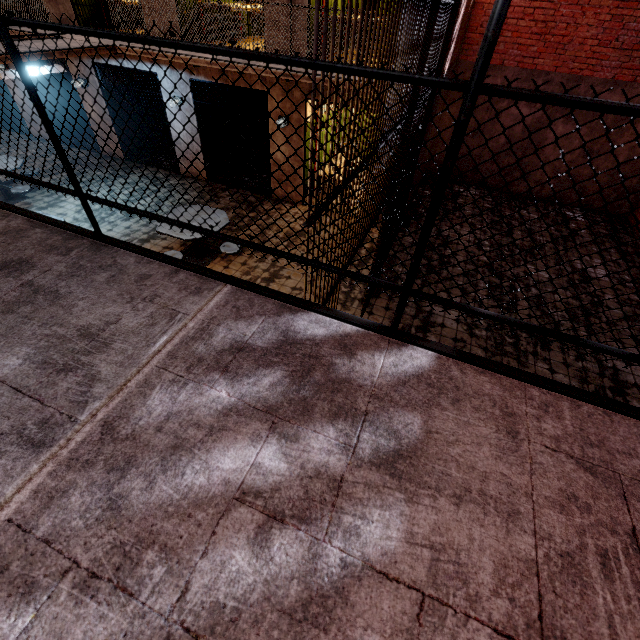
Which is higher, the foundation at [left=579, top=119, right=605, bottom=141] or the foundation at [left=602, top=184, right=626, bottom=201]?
the foundation at [left=579, top=119, right=605, bottom=141]

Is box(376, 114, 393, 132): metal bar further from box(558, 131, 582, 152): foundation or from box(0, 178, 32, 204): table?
box(0, 178, 32, 204): table

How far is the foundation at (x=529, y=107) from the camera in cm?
852

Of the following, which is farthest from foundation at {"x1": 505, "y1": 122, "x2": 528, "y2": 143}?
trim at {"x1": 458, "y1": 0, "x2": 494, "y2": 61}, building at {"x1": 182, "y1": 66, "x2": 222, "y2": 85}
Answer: building at {"x1": 182, "y1": 66, "x2": 222, "y2": 85}

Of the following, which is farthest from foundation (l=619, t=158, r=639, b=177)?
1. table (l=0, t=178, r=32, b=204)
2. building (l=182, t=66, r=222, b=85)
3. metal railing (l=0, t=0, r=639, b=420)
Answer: table (l=0, t=178, r=32, b=204)

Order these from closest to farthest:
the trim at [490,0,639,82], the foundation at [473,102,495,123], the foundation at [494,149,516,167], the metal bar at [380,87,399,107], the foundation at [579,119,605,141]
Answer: the metal bar at [380,87,399,107] → the trim at [490,0,639,82] → the foundation at [579,119,605,141] → the foundation at [473,102,495,123] → the foundation at [494,149,516,167]

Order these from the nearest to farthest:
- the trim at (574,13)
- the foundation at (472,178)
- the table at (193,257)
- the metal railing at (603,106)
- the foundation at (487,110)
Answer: the metal railing at (603,106) → the table at (193,257) → the trim at (574,13) → the foundation at (487,110) → the foundation at (472,178)

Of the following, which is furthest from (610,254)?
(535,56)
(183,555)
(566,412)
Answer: (183,555)
